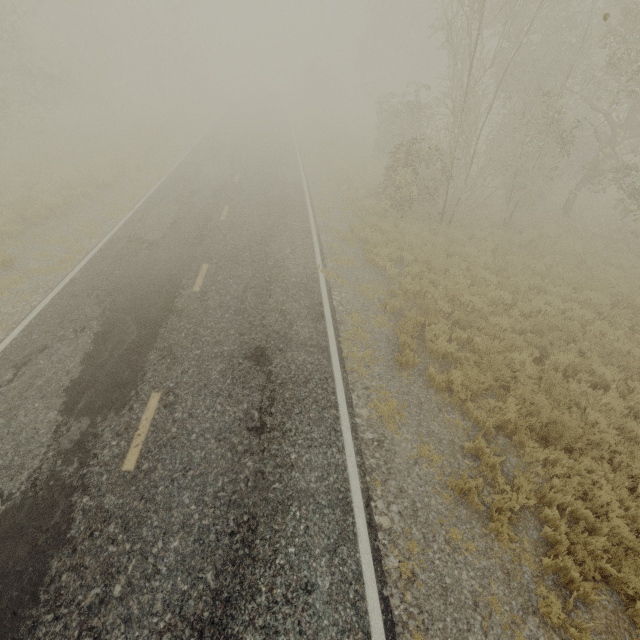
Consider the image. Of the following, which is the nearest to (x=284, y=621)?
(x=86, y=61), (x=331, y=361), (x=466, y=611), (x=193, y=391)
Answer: (x=466, y=611)
